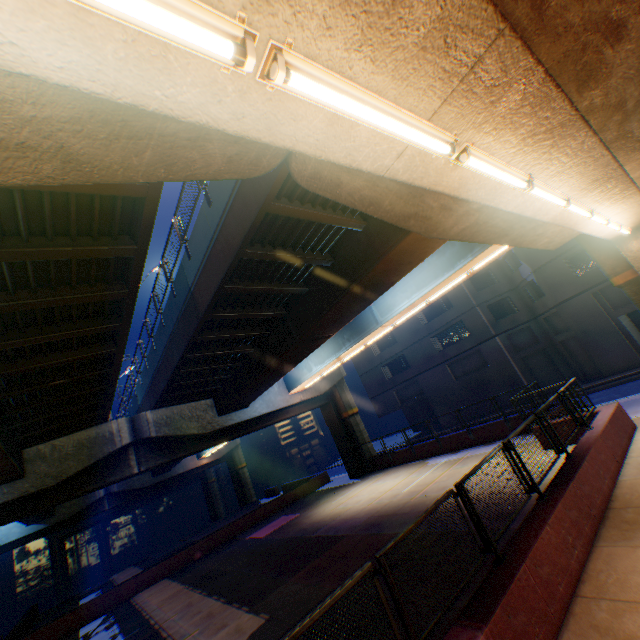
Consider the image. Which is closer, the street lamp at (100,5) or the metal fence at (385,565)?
the street lamp at (100,5)

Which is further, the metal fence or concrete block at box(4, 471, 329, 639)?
concrete block at box(4, 471, 329, 639)

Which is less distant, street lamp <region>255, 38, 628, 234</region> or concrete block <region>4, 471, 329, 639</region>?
street lamp <region>255, 38, 628, 234</region>

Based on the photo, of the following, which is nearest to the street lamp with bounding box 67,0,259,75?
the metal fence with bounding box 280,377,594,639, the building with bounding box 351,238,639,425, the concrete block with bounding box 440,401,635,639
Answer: the metal fence with bounding box 280,377,594,639

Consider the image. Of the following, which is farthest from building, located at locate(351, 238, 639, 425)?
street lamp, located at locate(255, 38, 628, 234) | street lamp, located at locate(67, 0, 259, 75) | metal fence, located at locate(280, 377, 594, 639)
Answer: street lamp, located at locate(67, 0, 259, 75)

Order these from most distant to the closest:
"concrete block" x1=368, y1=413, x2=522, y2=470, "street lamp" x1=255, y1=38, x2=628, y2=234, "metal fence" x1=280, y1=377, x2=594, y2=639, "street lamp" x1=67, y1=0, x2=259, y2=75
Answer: "concrete block" x1=368, y1=413, x2=522, y2=470 < "metal fence" x1=280, y1=377, x2=594, y2=639 < "street lamp" x1=255, y1=38, x2=628, y2=234 < "street lamp" x1=67, y1=0, x2=259, y2=75

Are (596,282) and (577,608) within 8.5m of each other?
no

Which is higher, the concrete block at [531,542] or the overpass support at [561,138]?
the overpass support at [561,138]
